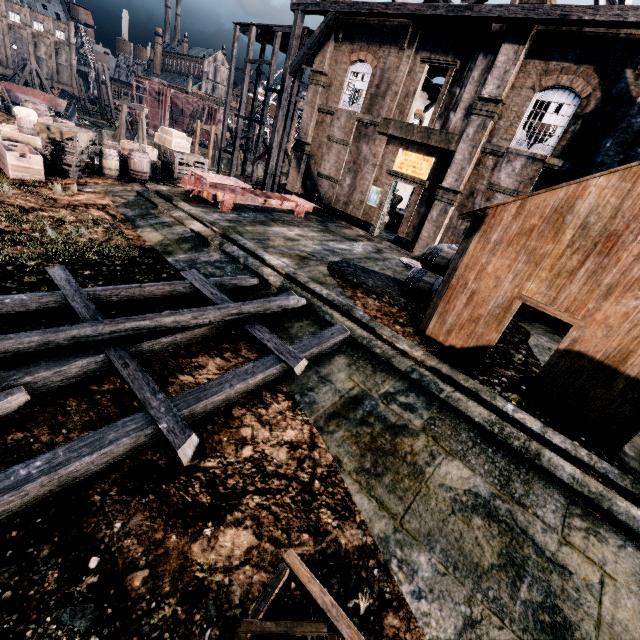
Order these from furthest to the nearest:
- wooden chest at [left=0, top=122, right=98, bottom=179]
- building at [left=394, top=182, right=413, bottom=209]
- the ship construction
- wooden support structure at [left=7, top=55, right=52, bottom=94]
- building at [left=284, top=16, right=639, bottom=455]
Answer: the ship construction → wooden support structure at [left=7, top=55, right=52, bottom=94] → building at [left=394, top=182, right=413, bottom=209] → wooden chest at [left=0, top=122, right=98, bottom=179] → building at [left=284, top=16, right=639, bottom=455]

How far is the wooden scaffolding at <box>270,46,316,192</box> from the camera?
24.2m

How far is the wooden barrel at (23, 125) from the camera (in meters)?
16.17

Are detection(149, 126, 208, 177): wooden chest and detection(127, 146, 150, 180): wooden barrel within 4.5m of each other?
yes

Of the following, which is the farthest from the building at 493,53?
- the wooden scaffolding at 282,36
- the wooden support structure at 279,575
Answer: the wooden support structure at 279,575

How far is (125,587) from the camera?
3.8 meters

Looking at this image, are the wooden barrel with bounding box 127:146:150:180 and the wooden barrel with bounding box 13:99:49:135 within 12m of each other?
yes

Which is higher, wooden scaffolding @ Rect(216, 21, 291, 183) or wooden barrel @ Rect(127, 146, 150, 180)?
wooden scaffolding @ Rect(216, 21, 291, 183)
